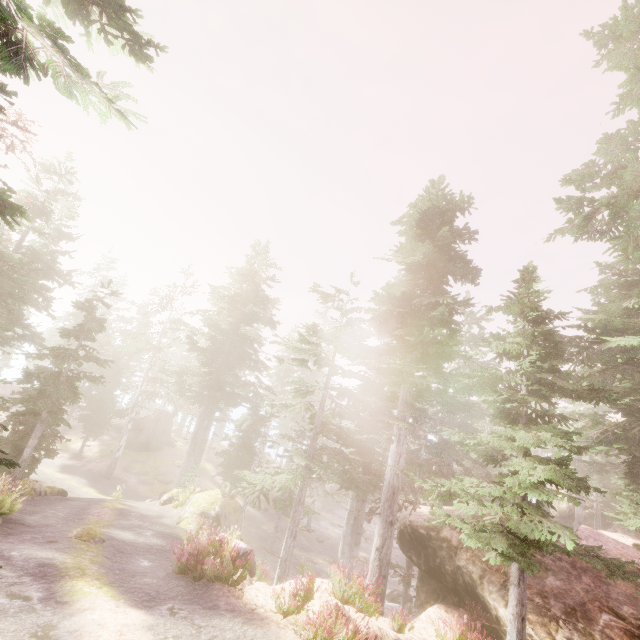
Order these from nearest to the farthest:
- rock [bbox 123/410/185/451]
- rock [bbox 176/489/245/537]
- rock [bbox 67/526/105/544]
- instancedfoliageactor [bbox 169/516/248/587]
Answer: instancedfoliageactor [bbox 169/516/248/587] → rock [bbox 67/526/105/544] → rock [bbox 176/489/245/537] → rock [bbox 123/410/185/451]

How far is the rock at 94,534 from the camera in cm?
1177

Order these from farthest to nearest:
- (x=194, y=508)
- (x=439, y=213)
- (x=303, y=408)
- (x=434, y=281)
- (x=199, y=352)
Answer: (x=199, y=352), (x=194, y=508), (x=303, y=408), (x=434, y=281), (x=439, y=213)

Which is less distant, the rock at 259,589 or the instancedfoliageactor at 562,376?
the instancedfoliageactor at 562,376

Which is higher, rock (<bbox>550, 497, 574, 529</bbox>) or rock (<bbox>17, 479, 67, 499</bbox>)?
rock (<bbox>550, 497, 574, 529</bbox>)

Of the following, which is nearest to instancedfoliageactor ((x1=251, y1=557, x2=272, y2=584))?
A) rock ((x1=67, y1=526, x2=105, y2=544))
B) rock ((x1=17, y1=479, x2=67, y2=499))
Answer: rock ((x1=17, y1=479, x2=67, y2=499))

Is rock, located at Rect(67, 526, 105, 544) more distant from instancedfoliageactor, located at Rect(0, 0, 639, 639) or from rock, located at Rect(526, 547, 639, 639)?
rock, located at Rect(526, 547, 639, 639)

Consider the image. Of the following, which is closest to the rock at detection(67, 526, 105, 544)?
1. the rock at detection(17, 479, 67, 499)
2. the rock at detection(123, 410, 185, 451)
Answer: the rock at detection(17, 479, 67, 499)
